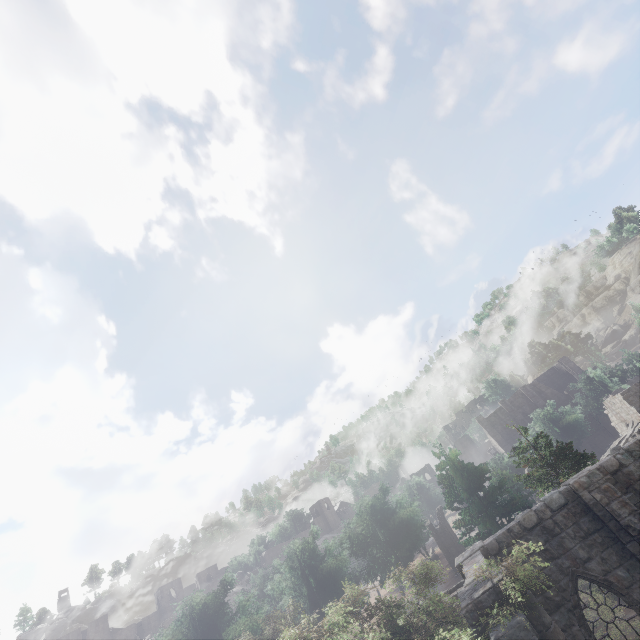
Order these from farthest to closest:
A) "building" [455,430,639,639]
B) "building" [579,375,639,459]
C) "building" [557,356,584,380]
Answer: "building" [557,356,584,380], "building" [579,375,639,459], "building" [455,430,639,639]

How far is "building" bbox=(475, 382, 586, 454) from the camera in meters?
53.5 m

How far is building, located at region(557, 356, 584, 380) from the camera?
57.6 meters

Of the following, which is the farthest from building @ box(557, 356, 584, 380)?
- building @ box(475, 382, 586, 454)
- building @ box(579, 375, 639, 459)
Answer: building @ box(579, 375, 639, 459)

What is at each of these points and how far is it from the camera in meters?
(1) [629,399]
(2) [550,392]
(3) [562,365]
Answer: (1) building, 32.7
(2) building, 54.5
(3) building, 59.2

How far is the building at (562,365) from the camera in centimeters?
5762cm

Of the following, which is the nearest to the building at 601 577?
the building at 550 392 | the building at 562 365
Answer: the building at 550 392

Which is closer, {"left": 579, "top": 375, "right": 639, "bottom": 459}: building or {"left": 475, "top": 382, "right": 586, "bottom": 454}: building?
{"left": 579, "top": 375, "right": 639, "bottom": 459}: building
